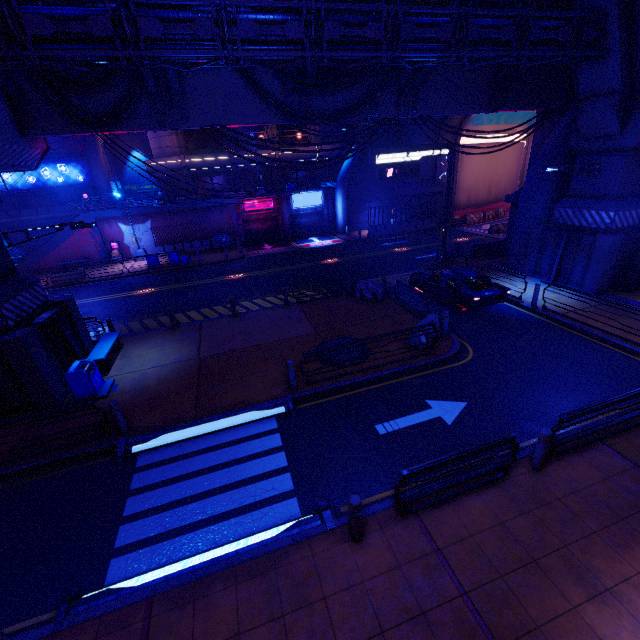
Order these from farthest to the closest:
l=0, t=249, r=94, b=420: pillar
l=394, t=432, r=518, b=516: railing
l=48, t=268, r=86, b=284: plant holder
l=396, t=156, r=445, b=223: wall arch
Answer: l=396, t=156, r=445, b=223: wall arch < l=48, t=268, r=86, b=284: plant holder < l=0, t=249, r=94, b=420: pillar < l=394, t=432, r=518, b=516: railing

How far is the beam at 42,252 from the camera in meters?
28.8 m

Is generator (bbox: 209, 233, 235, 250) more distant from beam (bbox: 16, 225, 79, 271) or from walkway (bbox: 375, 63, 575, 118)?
walkway (bbox: 375, 63, 575, 118)

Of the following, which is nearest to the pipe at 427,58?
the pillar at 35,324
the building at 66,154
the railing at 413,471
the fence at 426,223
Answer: the pillar at 35,324

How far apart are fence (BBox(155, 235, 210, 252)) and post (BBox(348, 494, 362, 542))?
31.2m

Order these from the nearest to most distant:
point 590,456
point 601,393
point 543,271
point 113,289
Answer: point 590,456 → point 601,393 → point 543,271 → point 113,289

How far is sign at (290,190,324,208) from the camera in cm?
3341

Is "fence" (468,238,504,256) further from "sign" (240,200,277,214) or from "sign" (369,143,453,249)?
"sign" (240,200,277,214)
